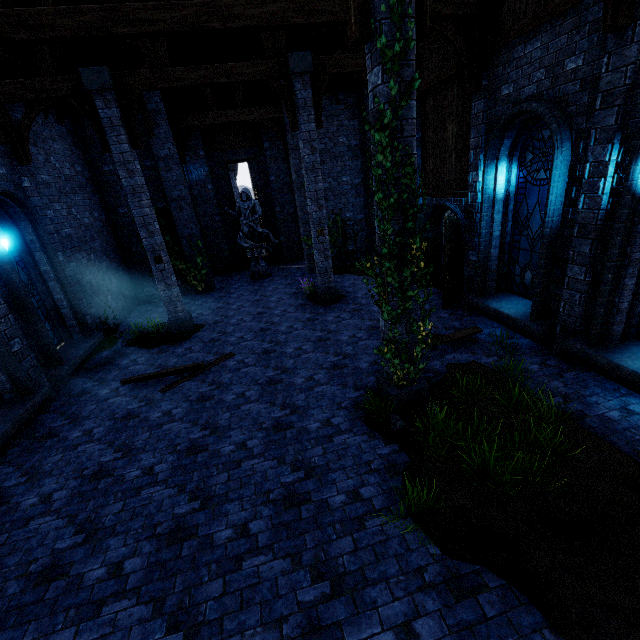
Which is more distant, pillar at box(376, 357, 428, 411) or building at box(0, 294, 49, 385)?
building at box(0, 294, 49, 385)

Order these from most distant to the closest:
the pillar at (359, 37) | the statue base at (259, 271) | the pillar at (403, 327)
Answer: the statue base at (259, 271) < the pillar at (403, 327) < the pillar at (359, 37)

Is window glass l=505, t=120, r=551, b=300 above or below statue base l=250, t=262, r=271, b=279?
above

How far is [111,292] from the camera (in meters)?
11.78

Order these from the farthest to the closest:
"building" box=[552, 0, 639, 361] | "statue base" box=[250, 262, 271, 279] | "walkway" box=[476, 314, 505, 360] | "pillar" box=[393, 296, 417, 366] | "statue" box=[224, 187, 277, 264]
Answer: "statue base" box=[250, 262, 271, 279], "statue" box=[224, 187, 277, 264], "walkway" box=[476, 314, 505, 360], "pillar" box=[393, 296, 417, 366], "building" box=[552, 0, 639, 361]

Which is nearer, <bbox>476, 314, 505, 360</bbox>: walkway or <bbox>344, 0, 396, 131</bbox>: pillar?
<bbox>344, 0, 396, 131</bbox>: pillar

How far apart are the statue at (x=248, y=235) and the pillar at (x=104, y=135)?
5.1 meters

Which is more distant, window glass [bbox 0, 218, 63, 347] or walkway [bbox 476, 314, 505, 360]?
window glass [bbox 0, 218, 63, 347]
